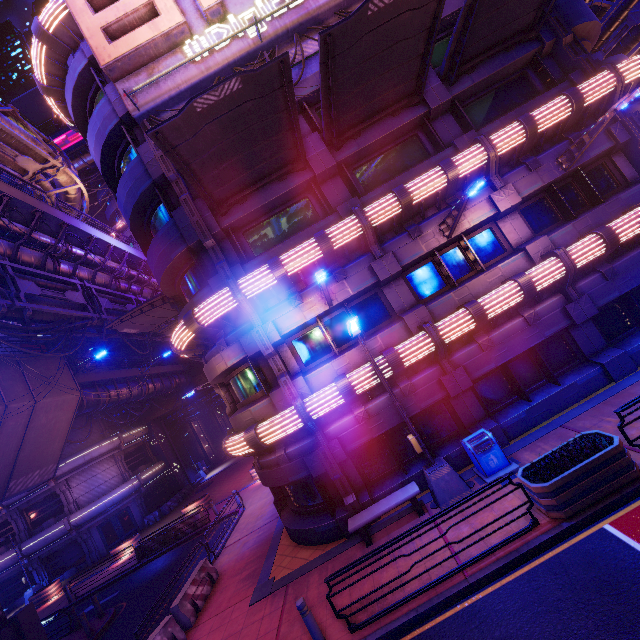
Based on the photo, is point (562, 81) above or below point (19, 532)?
above

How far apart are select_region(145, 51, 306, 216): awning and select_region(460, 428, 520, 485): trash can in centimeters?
1090cm

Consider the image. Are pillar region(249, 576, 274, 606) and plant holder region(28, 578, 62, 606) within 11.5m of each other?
no

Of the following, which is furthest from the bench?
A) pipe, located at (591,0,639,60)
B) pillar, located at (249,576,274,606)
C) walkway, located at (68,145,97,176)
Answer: walkway, located at (68,145,97,176)

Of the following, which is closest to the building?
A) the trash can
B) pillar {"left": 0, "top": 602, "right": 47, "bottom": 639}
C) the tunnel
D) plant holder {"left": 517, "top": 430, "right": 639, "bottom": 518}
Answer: the tunnel

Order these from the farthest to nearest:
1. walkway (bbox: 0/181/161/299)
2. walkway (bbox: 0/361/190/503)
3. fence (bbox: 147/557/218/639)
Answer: walkway (bbox: 0/361/190/503)
walkway (bbox: 0/181/161/299)
fence (bbox: 147/557/218/639)

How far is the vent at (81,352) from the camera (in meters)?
40.53

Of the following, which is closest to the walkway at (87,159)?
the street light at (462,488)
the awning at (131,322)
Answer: the awning at (131,322)
